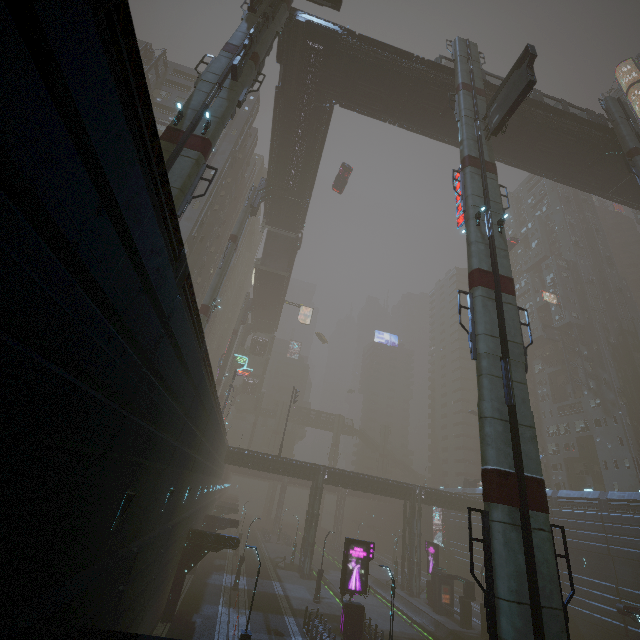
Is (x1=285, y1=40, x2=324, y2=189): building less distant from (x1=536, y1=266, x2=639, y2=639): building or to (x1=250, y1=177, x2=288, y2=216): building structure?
(x1=250, y1=177, x2=288, y2=216): building structure

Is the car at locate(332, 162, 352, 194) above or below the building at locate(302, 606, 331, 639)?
above

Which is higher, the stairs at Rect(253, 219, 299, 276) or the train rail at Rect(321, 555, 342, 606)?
the stairs at Rect(253, 219, 299, 276)

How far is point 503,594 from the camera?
9.62m

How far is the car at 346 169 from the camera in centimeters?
4294cm

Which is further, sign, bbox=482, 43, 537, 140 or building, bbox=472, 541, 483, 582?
building, bbox=472, 541, 483, 582

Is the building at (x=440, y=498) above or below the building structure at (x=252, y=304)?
below

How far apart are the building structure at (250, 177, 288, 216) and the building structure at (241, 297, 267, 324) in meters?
23.7 m
